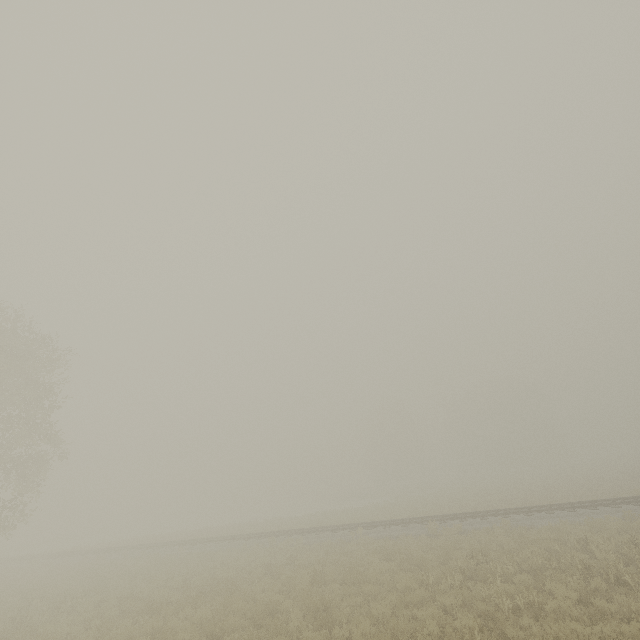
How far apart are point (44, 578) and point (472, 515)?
28.61m
